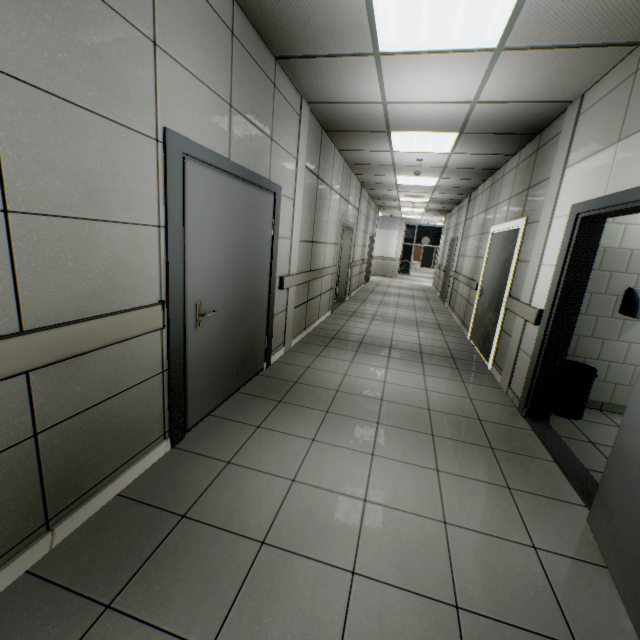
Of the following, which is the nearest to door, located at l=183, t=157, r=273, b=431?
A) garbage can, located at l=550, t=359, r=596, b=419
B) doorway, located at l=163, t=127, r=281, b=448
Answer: doorway, located at l=163, t=127, r=281, b=448

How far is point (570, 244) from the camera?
3.0 meters

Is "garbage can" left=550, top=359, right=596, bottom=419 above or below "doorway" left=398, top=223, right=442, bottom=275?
below

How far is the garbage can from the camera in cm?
339

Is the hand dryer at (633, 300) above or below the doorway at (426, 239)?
below

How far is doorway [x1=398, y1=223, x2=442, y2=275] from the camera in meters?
20.4 m

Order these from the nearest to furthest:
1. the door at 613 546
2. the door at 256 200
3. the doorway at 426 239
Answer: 1. the door at 613 546
2. the door at 256 200
3. the doorway at 426 239

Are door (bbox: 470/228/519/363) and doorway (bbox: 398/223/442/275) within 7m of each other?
no
